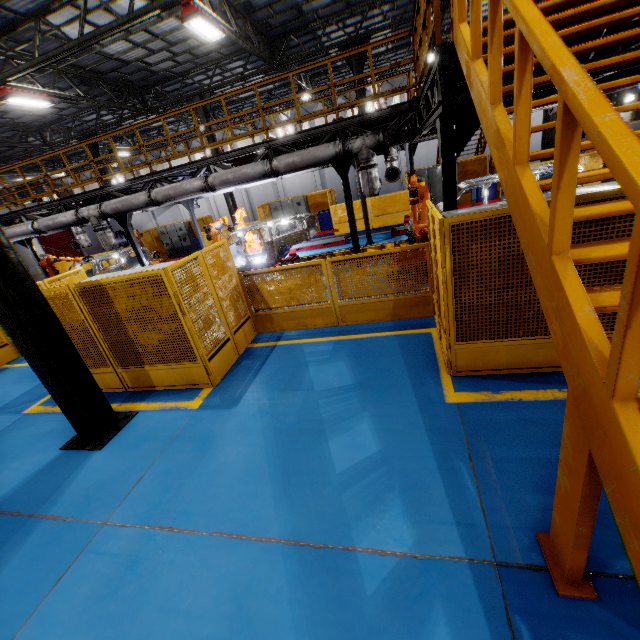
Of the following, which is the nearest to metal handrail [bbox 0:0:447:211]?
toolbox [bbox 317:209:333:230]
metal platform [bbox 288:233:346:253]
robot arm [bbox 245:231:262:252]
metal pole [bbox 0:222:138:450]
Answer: robot arm [bbox 245:231:262:252]

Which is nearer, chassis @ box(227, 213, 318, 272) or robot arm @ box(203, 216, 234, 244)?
robot arm @ box(203, 216, 234, 244)

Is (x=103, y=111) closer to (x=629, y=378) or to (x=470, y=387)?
(x=470, y=387)

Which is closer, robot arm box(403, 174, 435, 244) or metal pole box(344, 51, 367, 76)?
robot arm box(403, 174, 435, 244)

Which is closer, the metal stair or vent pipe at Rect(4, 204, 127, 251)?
the metal stair

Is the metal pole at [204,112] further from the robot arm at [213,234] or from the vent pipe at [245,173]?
the vent pipe at [245,173]

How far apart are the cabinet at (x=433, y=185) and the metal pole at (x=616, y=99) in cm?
595

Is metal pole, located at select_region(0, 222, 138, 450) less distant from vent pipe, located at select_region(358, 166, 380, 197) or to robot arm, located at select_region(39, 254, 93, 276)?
robot arm, located at select_region(39, 254, 93, 276)
